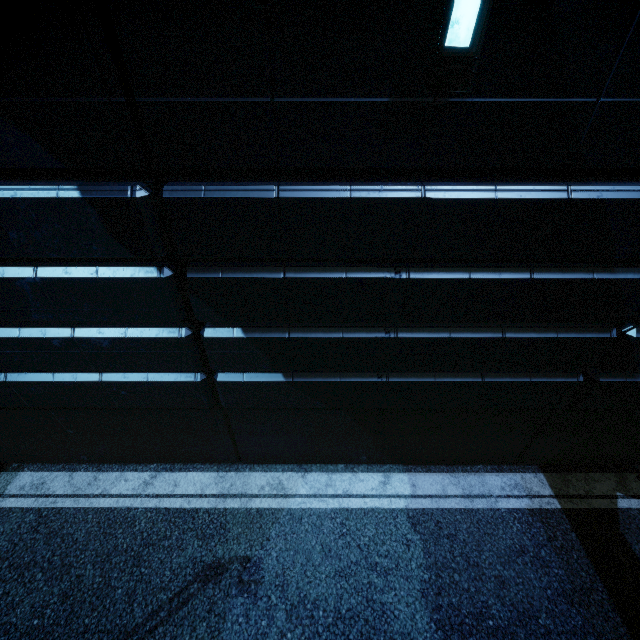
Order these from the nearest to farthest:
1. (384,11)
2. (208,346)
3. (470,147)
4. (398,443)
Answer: (384,11) < (470,147) < (208,346) < (398,443)
